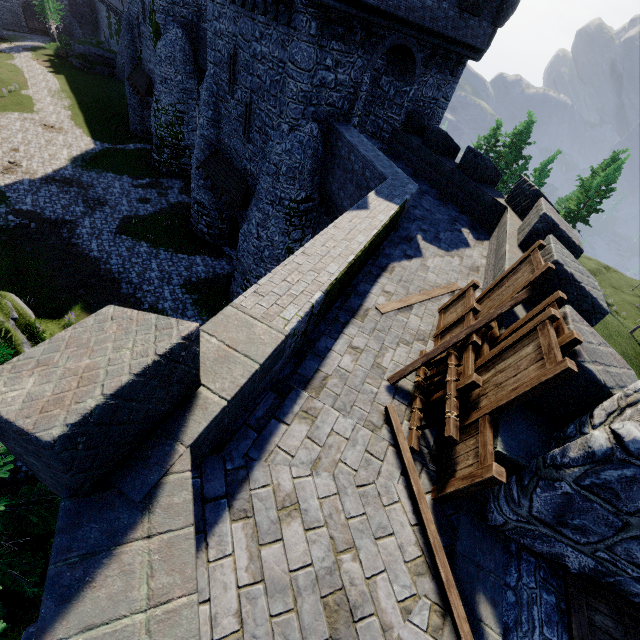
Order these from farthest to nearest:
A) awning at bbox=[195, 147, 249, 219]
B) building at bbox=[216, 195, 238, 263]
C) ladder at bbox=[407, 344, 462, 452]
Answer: building at bbox=[216, 195, 238, 263] < awning at bbox=[195, 147, 249, 219] < ladder at bbox=[407, 344, 462, 452]

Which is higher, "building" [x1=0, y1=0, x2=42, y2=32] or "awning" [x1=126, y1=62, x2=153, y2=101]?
"awning" [x1=126, y1=62, x2=153, y2=101]

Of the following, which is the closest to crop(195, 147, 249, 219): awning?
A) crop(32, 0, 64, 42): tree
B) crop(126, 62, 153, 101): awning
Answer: crop(126, 62, 153, 101): awning

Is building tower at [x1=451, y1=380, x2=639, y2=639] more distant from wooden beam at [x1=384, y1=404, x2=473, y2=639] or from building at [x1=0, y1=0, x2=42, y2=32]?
building at [x1=0, y1=0, x2=42, y2=32]

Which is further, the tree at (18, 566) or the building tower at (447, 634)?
the tree at (18, 566)

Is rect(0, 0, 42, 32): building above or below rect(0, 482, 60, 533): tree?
below

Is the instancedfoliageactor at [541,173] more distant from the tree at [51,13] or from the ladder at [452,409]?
the tree at [51,13]

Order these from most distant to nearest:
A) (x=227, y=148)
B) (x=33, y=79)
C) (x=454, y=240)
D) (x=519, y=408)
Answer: (x=33, y=79) < (x=227, y=148) < (x=454, y=240) < (x=519, y=408)
